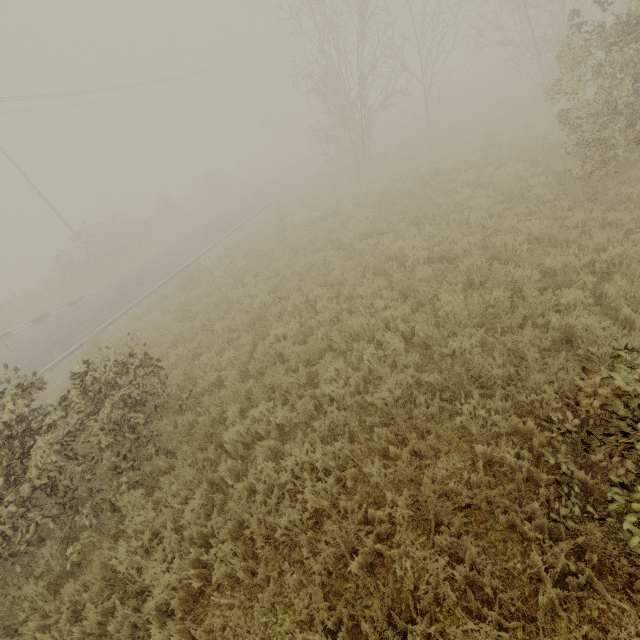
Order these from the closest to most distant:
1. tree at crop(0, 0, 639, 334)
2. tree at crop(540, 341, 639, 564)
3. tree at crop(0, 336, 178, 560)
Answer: tree at crop(540, 341, 639, 564) → tree at crop(0, 336, 178, 560) → tree at crop(0, 0, 639, 334)

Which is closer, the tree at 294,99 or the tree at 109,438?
the tree at 109,438

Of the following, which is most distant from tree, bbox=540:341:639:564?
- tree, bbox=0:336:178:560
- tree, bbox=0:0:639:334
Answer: tree, bbox=0:336:178:560

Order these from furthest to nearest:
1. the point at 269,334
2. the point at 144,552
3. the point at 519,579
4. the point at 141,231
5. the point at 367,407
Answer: the point at 141,231 → the point at 269,334 → the point at 367,407 → the point at 144,552 → the point at 519,579

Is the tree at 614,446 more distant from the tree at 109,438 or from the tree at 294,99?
the tree at 109,438

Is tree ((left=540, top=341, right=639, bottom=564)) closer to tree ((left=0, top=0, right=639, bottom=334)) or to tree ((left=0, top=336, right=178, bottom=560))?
tree ((left=0, top=0, right=639, bottom=334))

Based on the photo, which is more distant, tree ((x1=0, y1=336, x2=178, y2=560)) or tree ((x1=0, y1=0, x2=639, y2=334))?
tree ((x1=0, y1=0, x2=639, y2=334))
